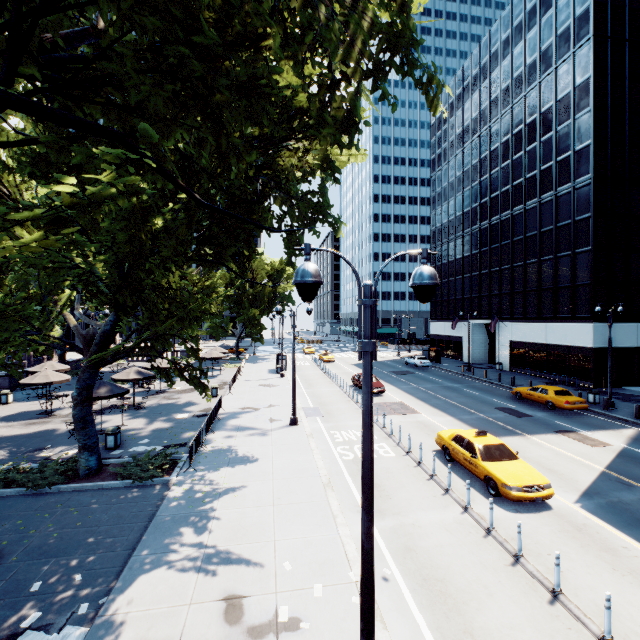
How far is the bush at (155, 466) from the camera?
12.6m

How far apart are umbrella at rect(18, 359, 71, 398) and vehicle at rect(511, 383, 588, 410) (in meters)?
33.59

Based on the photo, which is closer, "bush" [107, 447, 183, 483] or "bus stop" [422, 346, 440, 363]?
"bush" [107, 447, 183, 483]

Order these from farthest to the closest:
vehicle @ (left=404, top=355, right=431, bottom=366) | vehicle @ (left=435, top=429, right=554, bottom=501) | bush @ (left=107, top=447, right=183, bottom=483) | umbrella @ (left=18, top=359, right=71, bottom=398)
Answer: vehicle @ (left=404, top=355, right=431, bottom=366)
umbrella @ (left=18, top=359, right=71, bottom=398)
bush @ (left=107, top=447, right=183, bottom=483)
vehicle @ (left=435, top=429, right=554, bottom=501)

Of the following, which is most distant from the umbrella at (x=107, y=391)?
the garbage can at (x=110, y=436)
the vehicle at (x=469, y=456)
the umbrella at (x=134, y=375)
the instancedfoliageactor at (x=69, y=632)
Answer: the vehicle at (x=469, y=456)

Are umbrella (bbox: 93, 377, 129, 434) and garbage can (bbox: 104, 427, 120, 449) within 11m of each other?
yes

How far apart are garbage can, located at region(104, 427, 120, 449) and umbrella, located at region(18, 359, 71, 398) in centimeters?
875cm

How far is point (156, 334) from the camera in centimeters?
1237cm
